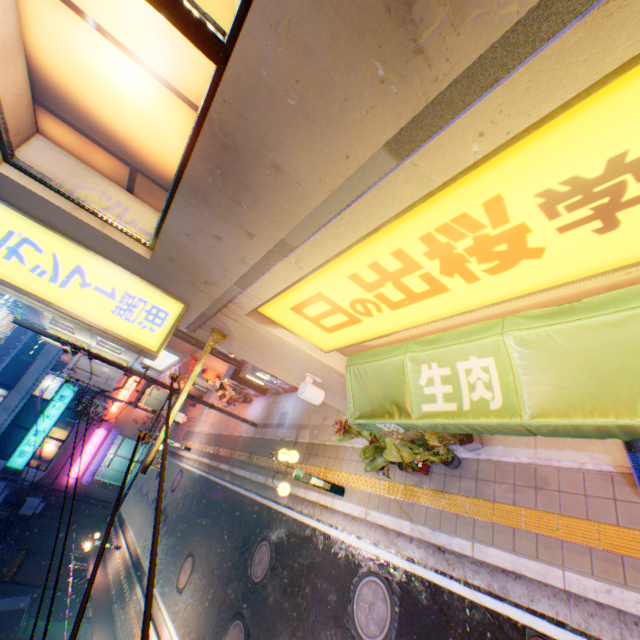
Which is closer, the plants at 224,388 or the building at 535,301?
the building at 535,301

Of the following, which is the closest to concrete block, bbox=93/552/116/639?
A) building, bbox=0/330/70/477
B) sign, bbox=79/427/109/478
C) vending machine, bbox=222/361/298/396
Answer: building, bbox=0/330/70/477

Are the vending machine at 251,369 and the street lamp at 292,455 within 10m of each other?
yes

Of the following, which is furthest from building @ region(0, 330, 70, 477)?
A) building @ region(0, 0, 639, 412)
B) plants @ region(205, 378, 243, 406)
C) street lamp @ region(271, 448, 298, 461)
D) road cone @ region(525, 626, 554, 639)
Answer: road cone @ region(525, 626, 554, 639)

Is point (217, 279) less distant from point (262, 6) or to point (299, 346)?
point (299, 346)

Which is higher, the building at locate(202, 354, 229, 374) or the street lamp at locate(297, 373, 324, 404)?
the street lamp at locate(297, 373, 324, 404)

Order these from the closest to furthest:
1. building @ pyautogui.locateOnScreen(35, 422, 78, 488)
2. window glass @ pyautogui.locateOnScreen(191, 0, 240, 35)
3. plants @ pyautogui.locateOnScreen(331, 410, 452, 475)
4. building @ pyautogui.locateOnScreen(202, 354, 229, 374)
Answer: window glass @ pyautogui.locateOnScreen(191, 0, 240, 35) → plants @ pyautogui.locateOnScreen(331, 410, 452, 475) → building @ pyautogui.locateOnScreen(202, 354, 229, 374) → building @ pyautogui.locateOnScreen(35, 422, 78, 488)

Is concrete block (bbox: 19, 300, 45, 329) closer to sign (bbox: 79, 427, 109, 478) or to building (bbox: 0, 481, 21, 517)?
building (bbox: 0, 481, 21, 517)
